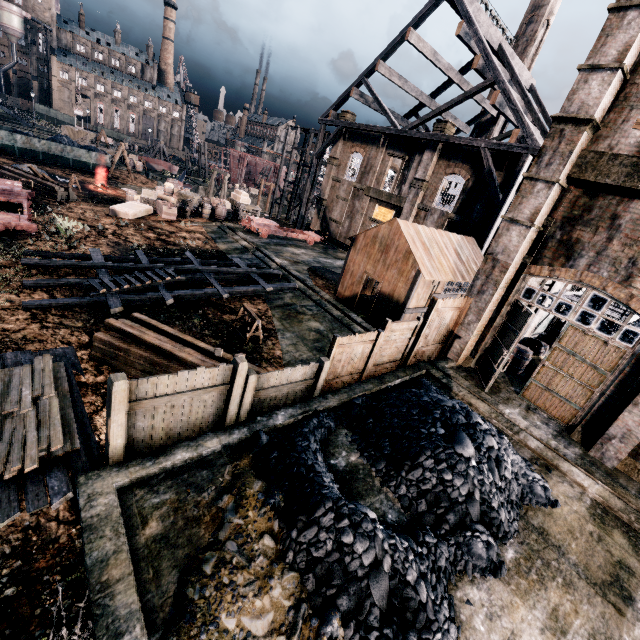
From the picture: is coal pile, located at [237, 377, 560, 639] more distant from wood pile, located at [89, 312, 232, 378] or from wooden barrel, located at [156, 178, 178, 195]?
wooden barrel, located at [156, 178, 178, 195]

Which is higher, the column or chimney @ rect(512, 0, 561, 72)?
chimney @ rect(512, 0, 561, 72)

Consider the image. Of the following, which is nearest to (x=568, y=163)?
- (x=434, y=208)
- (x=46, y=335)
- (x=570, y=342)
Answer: (x=570, y=342)

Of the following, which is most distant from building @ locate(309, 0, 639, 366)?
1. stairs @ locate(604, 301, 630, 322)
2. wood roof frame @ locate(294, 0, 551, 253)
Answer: wood roof frame @ locate(294, 0, 551, 253)

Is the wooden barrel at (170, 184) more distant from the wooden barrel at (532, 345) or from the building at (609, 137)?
the wooden barrel at (532, 345)

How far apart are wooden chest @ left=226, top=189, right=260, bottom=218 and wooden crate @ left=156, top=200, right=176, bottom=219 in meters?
7.9

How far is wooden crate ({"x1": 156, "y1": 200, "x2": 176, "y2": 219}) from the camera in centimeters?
2741cm

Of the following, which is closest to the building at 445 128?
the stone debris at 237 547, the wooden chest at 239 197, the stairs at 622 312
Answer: the stairs at 622 312
